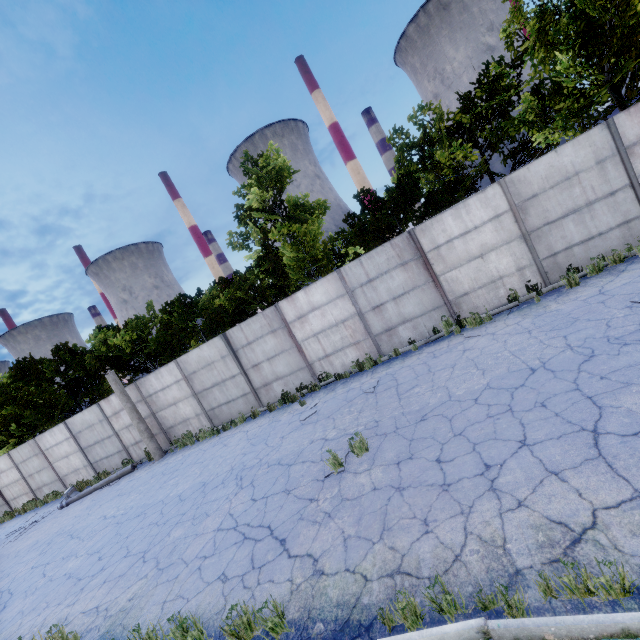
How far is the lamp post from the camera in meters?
14.7 m

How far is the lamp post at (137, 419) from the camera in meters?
14.7 m

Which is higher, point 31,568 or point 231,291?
point 231,291
